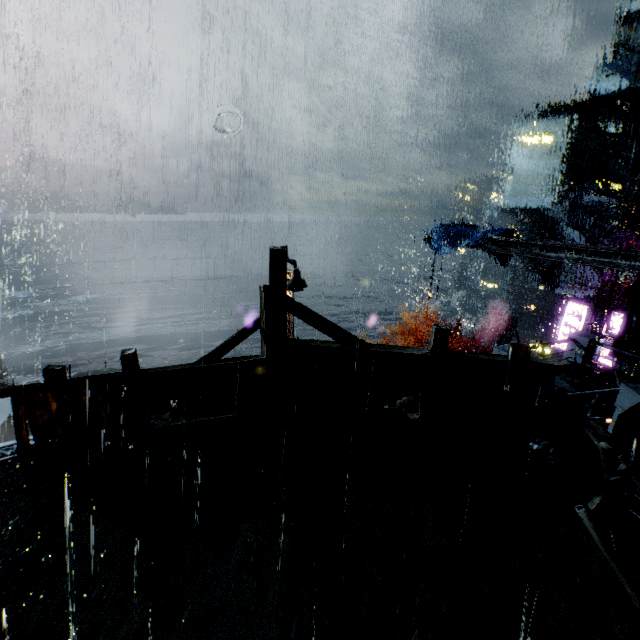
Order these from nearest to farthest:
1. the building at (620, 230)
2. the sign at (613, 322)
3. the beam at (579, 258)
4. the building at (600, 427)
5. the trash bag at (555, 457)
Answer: the trash bag at (555, 457), the building at (600, 427), the beam at (579, 258), the sign at (613, 322), the building at (620, 230)

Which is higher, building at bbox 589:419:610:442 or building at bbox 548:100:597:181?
building at bbox 548:100:597:181

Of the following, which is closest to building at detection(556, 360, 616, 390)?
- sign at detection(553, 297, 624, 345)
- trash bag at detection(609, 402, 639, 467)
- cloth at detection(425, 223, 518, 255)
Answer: trash bag at detection(609, 402, 639, 467)

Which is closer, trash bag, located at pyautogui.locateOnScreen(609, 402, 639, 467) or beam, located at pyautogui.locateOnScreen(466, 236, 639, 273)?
trash bag, located at pyautogui.locateOnScreen(609, 402, 639, 467)

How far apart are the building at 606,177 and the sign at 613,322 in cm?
5874

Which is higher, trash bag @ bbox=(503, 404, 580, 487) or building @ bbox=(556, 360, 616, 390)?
trash bag @ bbox=(503, 404, 580, 487)

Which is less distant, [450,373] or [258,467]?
[258,467]

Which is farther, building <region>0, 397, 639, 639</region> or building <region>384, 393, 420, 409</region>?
building <region>384, 393, 420, 409</region>
